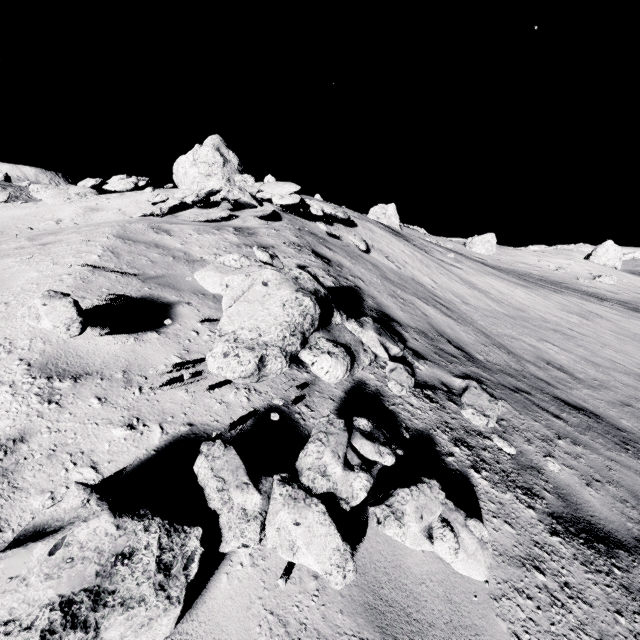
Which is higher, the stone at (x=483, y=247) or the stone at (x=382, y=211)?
the stone at (x=382, y=211)

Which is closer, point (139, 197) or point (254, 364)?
point (254, 364)

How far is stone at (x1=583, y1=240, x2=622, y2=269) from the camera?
38.6 meters

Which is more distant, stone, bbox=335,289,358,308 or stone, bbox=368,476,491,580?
stone, bbox=335,289,358,308

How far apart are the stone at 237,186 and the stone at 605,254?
44.40m

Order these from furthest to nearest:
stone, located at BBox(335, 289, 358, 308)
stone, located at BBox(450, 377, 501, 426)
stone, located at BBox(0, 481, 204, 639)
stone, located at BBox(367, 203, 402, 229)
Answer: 1. stone, located at BBox(367, 203, 402, 229)
2. stone, located at BBox(335, 289, 358, 308)
3. stone, located at BBox(450, 377, 501, 426)
4. stone, located at BBox(0, 481, 204, 639)

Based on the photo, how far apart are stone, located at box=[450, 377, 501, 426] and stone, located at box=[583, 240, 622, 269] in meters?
46.9 m

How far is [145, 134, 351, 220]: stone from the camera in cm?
815
